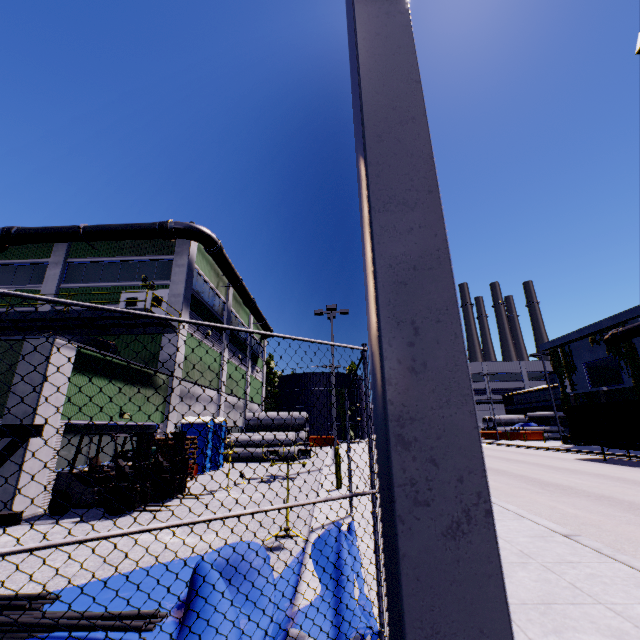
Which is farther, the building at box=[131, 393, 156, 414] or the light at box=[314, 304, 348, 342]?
the light at box=[314, 304, 348, 342]

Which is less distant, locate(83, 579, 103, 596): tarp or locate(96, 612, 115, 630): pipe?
locate(96, 612, 115, 630): pipe

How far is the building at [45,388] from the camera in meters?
9.6 m

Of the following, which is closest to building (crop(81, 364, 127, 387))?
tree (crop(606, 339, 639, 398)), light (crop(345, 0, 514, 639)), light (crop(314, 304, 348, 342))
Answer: tree (crop(606, 339, 639, 398))

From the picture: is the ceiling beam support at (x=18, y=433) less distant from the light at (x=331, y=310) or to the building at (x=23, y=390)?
the building at (x=23, y=390)

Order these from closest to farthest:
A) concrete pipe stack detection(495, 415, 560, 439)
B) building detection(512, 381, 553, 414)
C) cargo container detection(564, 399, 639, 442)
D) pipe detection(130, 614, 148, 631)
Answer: pipe detection(130, 614, 148, 631) < cargo container detection(564, 399, 639, 442) < concrete pipe stack detection(495, 415, 560, 439) < building detection(512, 381, 553, 414)

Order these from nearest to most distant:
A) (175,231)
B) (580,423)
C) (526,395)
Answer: (175,231) < (580,423) < (526,395)

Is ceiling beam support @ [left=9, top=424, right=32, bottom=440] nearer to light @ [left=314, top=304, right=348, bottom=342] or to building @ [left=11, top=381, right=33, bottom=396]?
building @ [left=11, top=381, right=33, bottom=396]
